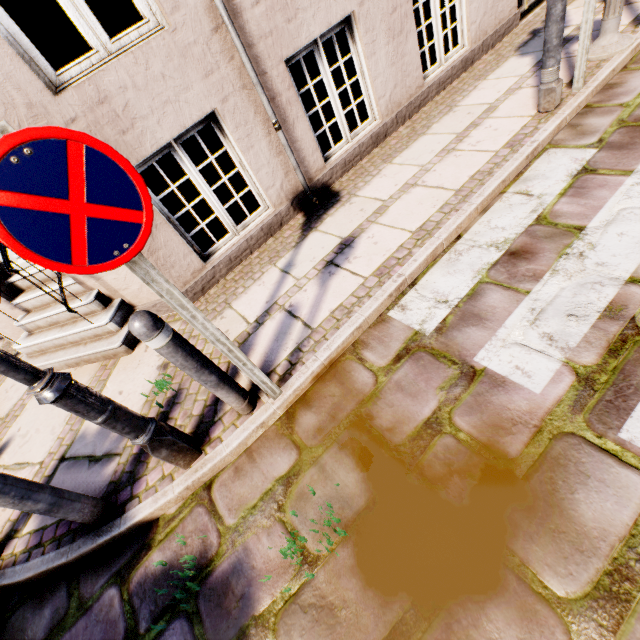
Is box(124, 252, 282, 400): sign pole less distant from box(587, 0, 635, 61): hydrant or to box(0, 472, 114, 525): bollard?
box(0, 472, 114, 525): bollard

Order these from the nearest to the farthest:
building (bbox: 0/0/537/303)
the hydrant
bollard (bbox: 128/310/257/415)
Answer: Result:
1. bollard (bbox: 128/310/257/415)
2. building (bbox: 0/0/537/303)
3. the hydrant

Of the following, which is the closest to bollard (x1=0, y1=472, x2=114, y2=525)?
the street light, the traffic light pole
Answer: the street light

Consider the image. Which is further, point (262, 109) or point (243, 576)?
point (262, 109)

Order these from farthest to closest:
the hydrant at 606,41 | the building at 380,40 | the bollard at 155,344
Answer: the hydrant at 606,41 → the building at 380,40 → the bollard at 155,344

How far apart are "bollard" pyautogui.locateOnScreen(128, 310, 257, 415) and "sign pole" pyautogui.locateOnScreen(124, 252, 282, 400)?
0.16m

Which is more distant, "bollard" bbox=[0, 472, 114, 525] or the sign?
"bollard" bbox=[0, 472, 114, 525]

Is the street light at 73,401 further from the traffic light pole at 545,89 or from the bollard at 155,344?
the traffic light pole at 545,89
